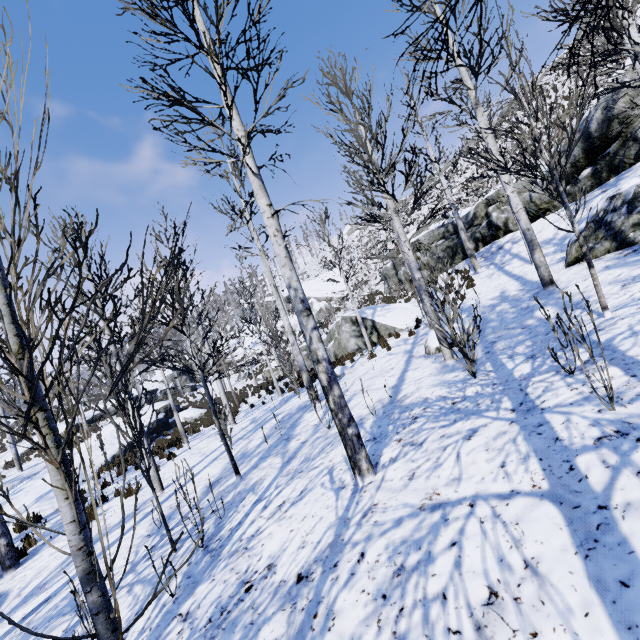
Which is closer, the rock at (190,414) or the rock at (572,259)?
the rock at (572,259)

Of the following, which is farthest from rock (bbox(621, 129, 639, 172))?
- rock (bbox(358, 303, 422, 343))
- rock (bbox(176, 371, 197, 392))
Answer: rock (bbox(176, 371, 197, 392))

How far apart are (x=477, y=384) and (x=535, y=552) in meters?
3.0 m

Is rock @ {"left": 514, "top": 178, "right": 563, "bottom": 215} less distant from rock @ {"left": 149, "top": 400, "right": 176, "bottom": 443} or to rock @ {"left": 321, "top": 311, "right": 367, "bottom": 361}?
rock @ {"left": 321, "top": 311, "right": 367, "bottom": 361}

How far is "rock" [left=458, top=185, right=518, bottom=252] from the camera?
16.7 meters

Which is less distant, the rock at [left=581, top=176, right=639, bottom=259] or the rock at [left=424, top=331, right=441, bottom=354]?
the rock at [left=581, top=176, right=639, bottom=259]

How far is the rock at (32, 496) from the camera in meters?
11.1 m

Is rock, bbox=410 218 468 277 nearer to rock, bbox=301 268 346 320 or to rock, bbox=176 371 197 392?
rock, bbox=301 268 346 320
